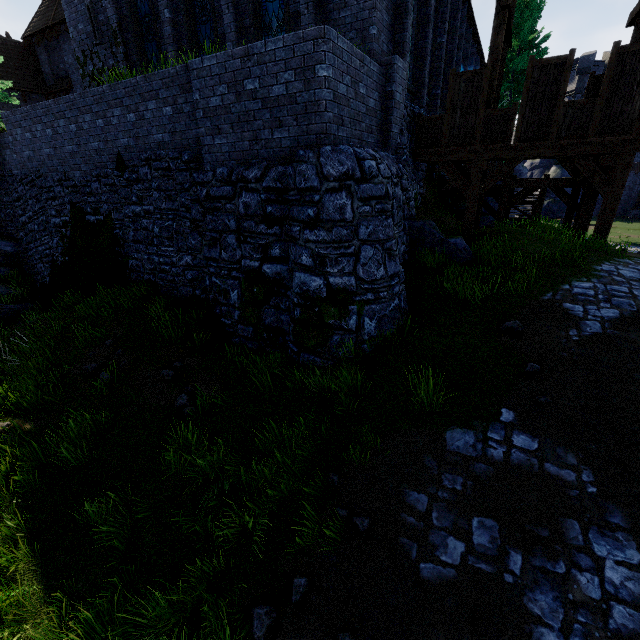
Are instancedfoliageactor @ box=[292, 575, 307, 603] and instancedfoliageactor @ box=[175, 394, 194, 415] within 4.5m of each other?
yes

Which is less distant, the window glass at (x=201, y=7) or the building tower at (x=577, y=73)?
the window glass at (x=201, y=7)

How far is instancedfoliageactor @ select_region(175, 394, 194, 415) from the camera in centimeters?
602cm

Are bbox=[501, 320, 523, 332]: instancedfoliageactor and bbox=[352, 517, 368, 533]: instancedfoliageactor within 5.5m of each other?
yes

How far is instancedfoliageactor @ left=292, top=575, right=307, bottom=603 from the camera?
3.8 meters

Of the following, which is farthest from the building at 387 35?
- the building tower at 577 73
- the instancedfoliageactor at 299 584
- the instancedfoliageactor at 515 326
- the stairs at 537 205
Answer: the building tower at 577 73

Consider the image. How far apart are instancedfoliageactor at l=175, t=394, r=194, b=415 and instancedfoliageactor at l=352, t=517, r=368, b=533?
3.4 meters

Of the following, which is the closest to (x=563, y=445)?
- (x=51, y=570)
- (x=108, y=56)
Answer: (x=51, y=570)
